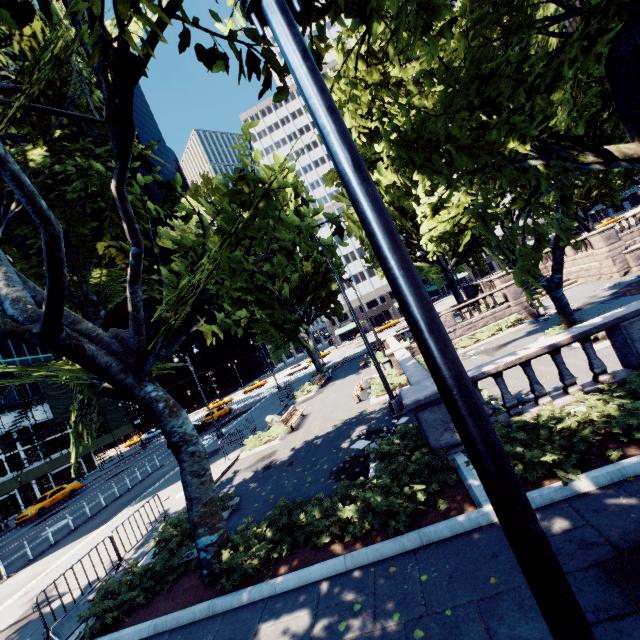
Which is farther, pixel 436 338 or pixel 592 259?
pixel 592 259

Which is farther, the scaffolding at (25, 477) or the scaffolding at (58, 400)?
the scaffolding at (58, 400)

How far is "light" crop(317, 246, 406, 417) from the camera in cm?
1237

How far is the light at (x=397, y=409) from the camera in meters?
12.4 m

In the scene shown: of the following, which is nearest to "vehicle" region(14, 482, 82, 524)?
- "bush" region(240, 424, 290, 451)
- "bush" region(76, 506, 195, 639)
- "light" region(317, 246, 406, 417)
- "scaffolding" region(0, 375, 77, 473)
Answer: "scaffolding" region(0, 375, 77, 473)

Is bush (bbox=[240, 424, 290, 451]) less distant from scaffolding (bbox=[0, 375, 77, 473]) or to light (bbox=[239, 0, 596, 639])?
light (bbox=[239, 0, 596, 639])

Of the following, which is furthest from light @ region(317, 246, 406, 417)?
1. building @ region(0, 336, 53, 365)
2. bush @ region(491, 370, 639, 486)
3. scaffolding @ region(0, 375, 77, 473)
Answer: building @ region(0, 336, 53, 365)

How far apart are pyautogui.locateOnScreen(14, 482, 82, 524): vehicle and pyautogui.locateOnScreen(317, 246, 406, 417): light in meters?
33.5 m
